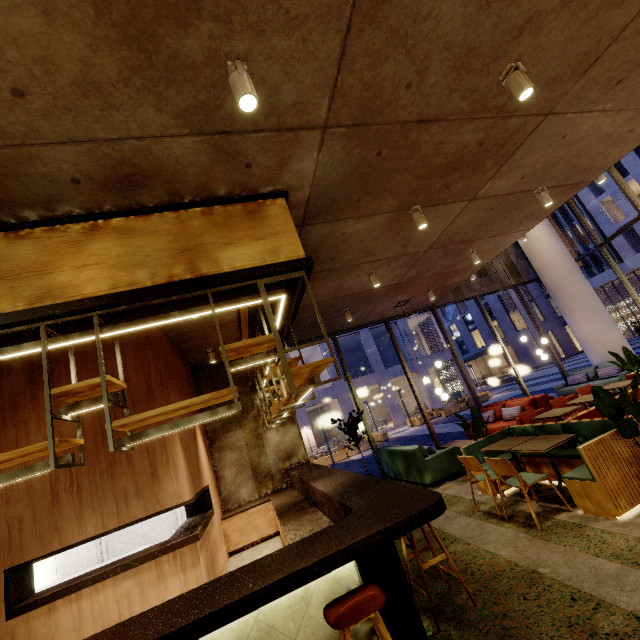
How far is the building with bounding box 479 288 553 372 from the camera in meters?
40.3 m

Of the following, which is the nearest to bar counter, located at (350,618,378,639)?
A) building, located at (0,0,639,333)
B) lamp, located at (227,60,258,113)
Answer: building, located at (0,0,639,333)

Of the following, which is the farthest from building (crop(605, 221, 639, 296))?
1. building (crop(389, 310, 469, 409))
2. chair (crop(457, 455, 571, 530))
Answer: chair (crop(457, 455, 571, 530))

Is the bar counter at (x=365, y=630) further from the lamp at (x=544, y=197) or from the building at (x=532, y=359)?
the building at (x=532, y=359)

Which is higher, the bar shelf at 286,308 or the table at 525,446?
the bar shelf at 286,308

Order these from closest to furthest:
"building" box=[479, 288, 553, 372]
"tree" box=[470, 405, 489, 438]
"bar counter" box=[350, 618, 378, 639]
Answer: "bar counter" box=[350, 618, 378, 639]
"tree" box=[470, 405, 489, 438]
"building" box=[479, 288, 553, 372]

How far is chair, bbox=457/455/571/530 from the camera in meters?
4.2 m

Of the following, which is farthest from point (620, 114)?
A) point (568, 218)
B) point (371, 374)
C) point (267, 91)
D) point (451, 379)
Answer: point (568, 218)
